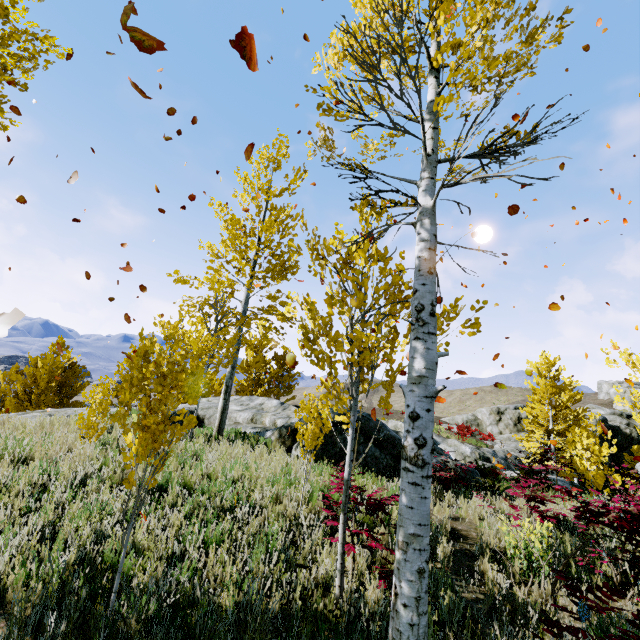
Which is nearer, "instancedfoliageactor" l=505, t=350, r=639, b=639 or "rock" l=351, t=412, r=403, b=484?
"instancedfoliageactor" l=505, t=350, r=639, b=639

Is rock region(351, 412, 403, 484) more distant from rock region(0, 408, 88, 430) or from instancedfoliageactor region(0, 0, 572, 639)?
rock region(0, 408, 88, 430)

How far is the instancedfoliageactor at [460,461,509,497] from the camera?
8.5m

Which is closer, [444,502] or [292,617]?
[292,617]

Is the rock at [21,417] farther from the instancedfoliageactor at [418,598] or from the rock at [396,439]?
the rock at [396,439]

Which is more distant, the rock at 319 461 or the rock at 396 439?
the rock at 396 439
